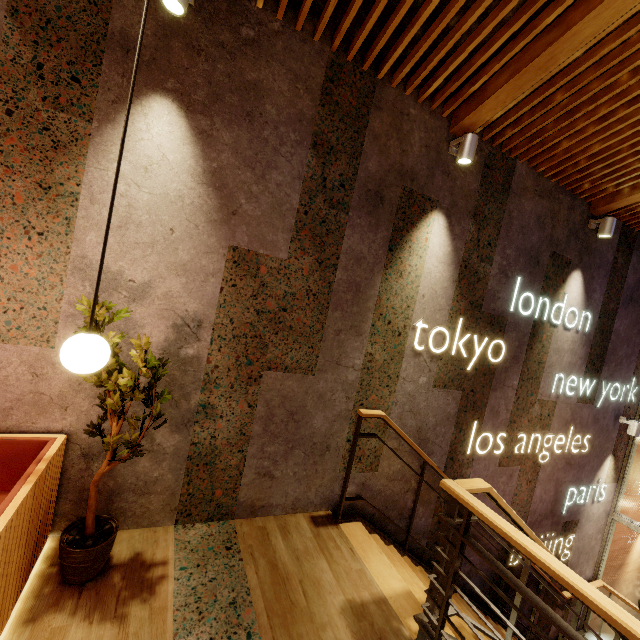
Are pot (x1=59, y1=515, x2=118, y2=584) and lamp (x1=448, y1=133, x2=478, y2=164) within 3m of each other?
no

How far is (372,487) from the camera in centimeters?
353cm

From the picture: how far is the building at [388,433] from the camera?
3.4m

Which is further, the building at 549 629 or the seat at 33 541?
the building at 549 629

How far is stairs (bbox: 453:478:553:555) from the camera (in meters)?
2.07

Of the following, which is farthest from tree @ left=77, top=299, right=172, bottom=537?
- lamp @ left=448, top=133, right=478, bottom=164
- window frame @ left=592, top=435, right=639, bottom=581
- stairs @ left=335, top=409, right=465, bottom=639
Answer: window frame @ left=592, top=435, right=639, bottom=581

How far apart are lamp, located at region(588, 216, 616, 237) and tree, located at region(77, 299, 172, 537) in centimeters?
565cm

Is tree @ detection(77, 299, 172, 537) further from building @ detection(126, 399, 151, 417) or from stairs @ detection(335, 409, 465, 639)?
stairs @ detection(335, 409, 465, 639)
